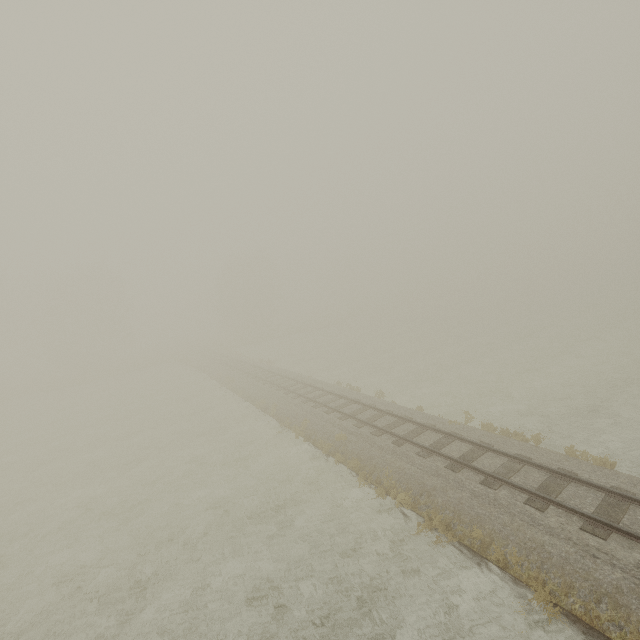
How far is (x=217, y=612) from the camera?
9.12m
